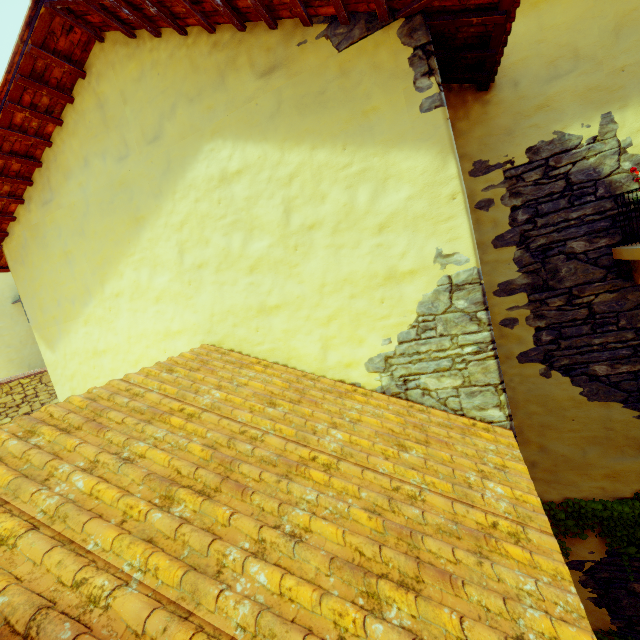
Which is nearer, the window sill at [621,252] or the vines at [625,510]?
the window sill at [621,252]

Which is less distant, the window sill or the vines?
the window sill

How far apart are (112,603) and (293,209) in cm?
259

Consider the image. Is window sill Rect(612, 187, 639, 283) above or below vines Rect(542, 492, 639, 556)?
above

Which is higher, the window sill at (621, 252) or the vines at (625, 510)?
the window sill at (621, 252)
